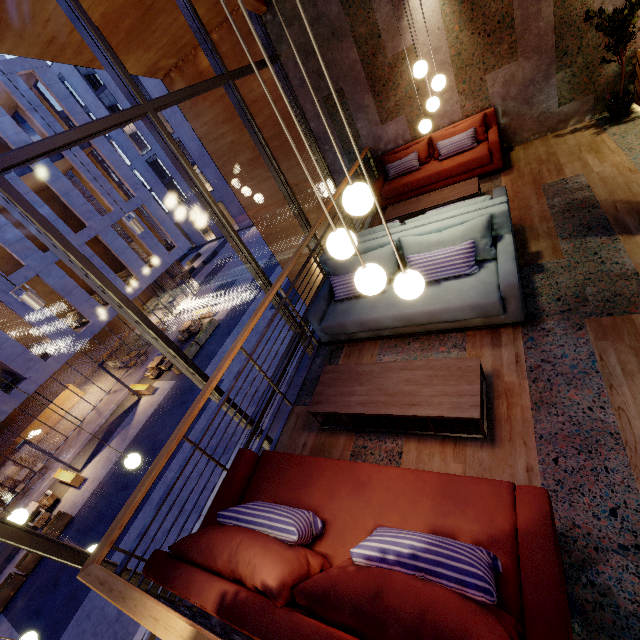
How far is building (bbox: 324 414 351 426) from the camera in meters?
3.3 m

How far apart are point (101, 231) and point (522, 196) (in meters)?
21.87

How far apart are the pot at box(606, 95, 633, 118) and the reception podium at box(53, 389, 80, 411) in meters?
27.7 m

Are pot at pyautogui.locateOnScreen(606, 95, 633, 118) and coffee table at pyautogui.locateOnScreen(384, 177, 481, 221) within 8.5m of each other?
yes

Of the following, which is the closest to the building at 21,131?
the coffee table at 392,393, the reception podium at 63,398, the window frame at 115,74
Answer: the reception podium at 63,398

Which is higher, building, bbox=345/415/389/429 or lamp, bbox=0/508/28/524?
lamp, bbox=0/508/28/524

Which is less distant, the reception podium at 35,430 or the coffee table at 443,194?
the coffee table at 443,194

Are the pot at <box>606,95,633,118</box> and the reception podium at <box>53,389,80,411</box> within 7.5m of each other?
no
